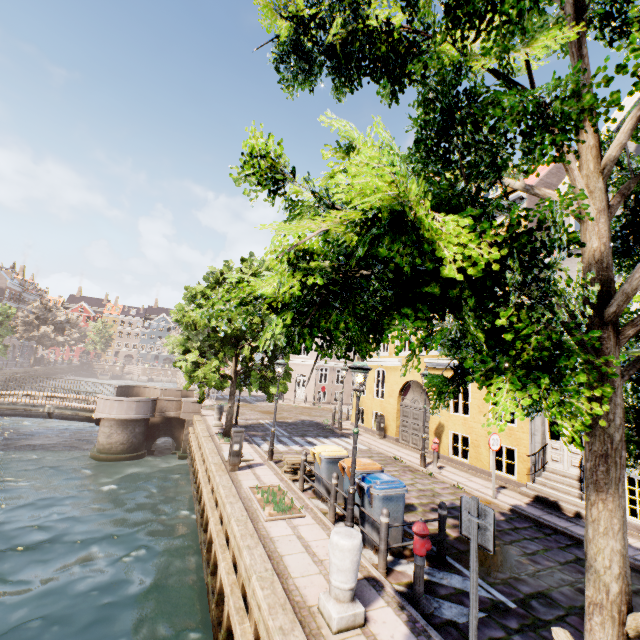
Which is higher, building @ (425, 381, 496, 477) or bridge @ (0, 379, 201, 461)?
building @ (425, 381, 496, 477)

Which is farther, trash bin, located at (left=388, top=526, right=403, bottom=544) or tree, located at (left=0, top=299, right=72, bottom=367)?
tree, located at (left=0, top=299, right=72, bottom=367)

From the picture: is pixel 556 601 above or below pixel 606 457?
below

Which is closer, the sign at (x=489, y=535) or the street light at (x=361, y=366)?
the sign at (x=489, y=535)

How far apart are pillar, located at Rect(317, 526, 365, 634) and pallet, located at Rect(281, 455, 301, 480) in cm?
515

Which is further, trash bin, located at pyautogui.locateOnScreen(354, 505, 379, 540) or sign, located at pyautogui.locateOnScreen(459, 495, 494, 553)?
trash bin, located at pyautogui.locateOnScreen(354, 505, 379, 540)

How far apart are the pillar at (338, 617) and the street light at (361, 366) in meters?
1.4

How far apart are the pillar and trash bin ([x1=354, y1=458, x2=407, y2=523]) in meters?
1.7 m
